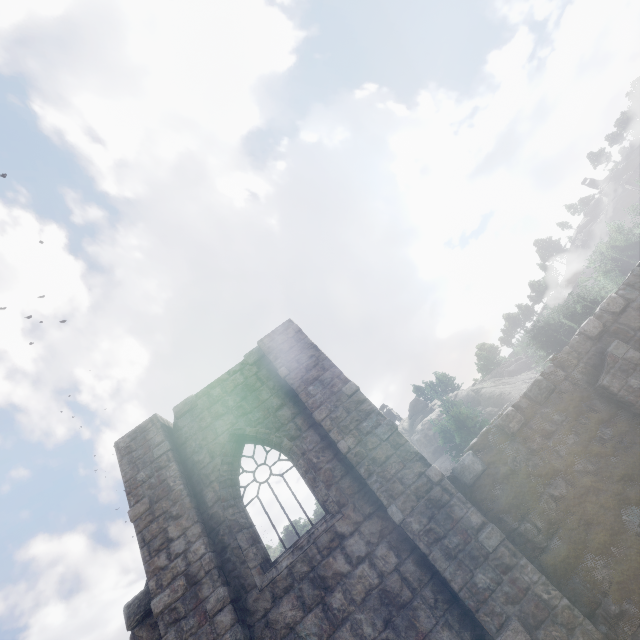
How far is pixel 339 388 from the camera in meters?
8.3 m
